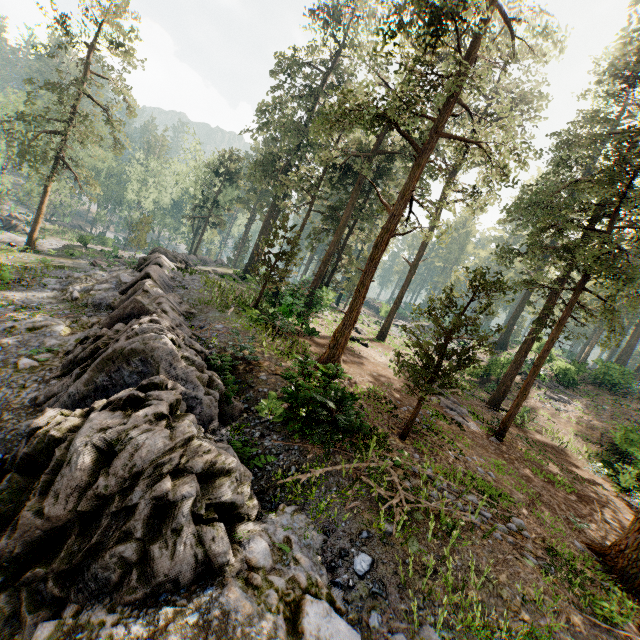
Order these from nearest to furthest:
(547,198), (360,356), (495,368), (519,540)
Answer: (519,540) < (360,356) < (495,368) < (547,198)

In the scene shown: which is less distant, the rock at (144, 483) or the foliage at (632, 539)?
the rock at (144, 483)

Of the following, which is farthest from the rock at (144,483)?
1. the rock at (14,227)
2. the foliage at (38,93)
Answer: the rock at (14,227)

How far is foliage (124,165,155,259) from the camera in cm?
4391

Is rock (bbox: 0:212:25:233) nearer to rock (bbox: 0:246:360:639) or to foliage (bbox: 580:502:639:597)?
foliage (bbox: 580:502:639:597)

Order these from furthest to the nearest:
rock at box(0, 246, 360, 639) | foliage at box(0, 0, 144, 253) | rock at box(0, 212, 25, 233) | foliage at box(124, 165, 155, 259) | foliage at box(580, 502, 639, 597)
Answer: rock at box(0, 212, 25, 233)
foliage at box(124, 165, 155, 259)
foliage at box(0, 0, 144, 253)
foliage at box(580, 502, 639, 597)
rock at box(0, 246, 360, 639)

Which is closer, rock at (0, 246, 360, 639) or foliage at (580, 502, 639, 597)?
rock at (0, 246, 360, 639)

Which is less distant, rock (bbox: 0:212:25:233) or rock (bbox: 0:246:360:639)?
rock (bbox: 0:246:360:639)
